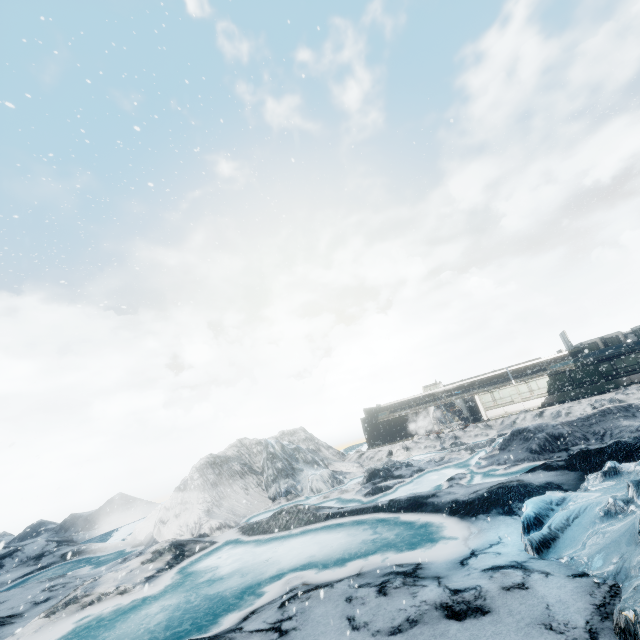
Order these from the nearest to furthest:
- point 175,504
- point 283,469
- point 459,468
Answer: point 459,468 < point 175,504 < point 283,469
